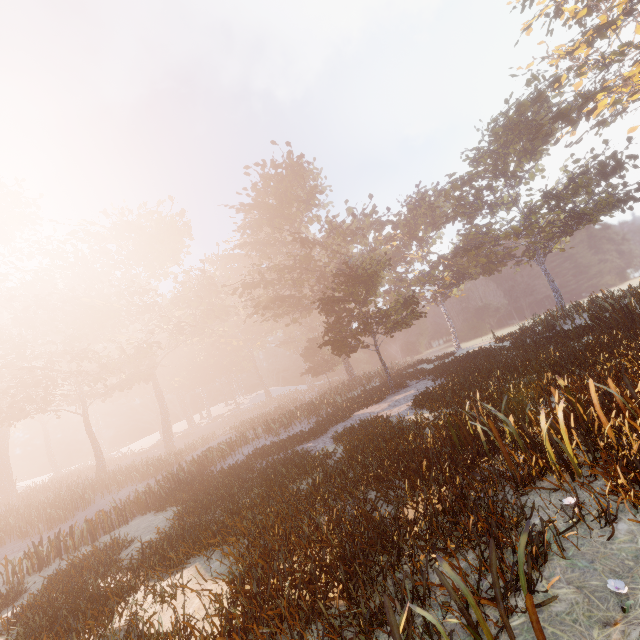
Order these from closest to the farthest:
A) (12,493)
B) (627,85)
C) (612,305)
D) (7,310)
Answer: (612,305) → (627,85) → (7,310) → (12,493)
